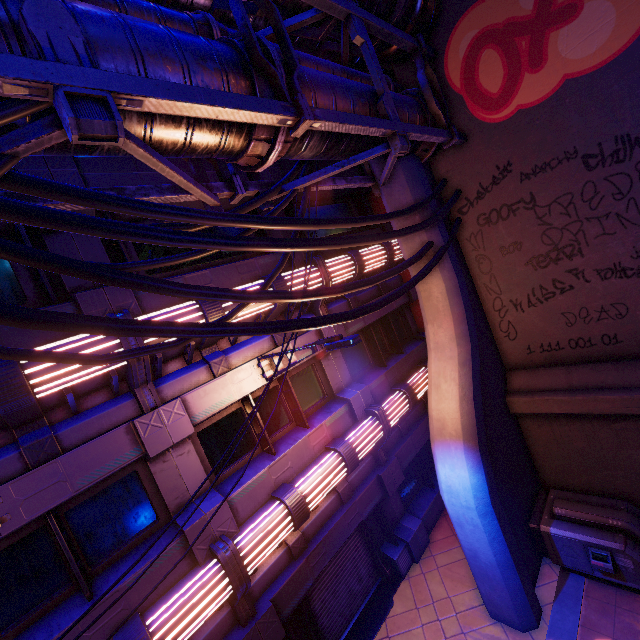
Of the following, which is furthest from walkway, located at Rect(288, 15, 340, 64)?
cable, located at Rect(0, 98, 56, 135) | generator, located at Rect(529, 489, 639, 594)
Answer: generator, located at Rect(529, 489, 639, 594)

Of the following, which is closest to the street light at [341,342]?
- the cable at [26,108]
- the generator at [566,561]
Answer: the cable at [26,108]

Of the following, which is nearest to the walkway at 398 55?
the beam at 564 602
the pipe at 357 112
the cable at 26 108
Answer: the pipe at 357 112

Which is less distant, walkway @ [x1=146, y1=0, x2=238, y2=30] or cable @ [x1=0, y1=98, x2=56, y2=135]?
cable @ [x1=0, y1=98, x2=56, y2=135]

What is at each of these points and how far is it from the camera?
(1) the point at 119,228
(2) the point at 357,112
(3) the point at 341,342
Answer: (1) cable, 3.0m
(2) pipe, 5.7m
(3) street light, 5.5m

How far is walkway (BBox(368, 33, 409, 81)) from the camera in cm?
707

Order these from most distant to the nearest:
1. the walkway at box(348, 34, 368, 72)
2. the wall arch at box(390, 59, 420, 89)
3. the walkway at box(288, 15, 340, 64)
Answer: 1. the wall arch at box(390, 59, 420, 89)
2. the walkway at box(348, 34, 368, 72)
3. the walkway at box(288, 15, 340, 64)

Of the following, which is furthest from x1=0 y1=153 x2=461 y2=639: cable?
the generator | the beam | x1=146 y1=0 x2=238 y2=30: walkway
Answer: the generator
